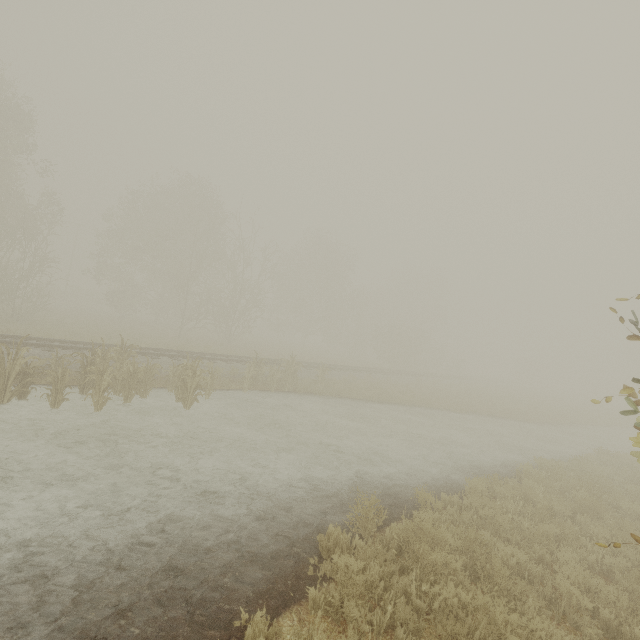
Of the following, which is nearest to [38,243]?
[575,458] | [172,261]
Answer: [172,261]

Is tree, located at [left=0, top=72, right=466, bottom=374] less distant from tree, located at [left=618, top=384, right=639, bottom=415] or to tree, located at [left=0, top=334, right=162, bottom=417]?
tree, located at [left=0, top=334, right=162, bottom=417]

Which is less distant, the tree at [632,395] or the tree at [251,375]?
the tree at [632,395]

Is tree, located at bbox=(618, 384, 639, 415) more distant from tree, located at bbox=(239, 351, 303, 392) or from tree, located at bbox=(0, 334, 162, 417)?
tree, located at bbox=(239, 351, 303, 392)

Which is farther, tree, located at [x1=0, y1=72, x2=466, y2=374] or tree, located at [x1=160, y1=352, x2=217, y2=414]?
tree, located at [x1=0, y1=72, x2=466, y2=374]

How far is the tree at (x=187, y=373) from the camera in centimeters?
1102cm

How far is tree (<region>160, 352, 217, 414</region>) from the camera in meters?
11.0 m

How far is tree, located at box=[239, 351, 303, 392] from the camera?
15.1m
